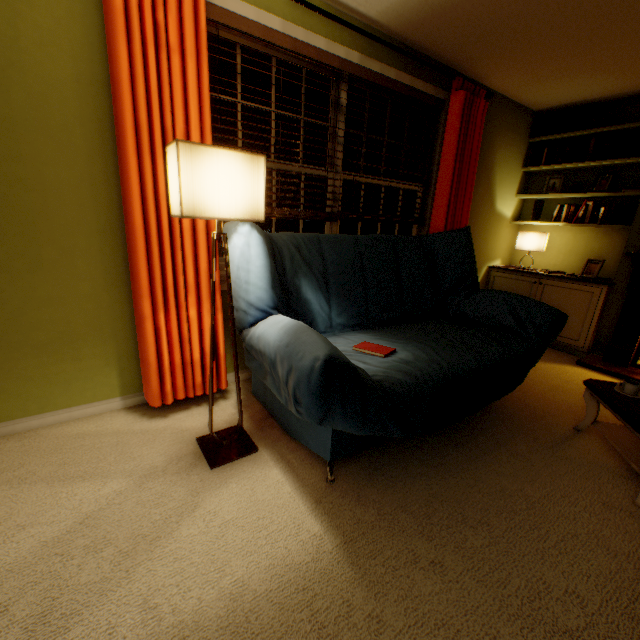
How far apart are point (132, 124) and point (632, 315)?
4.09m

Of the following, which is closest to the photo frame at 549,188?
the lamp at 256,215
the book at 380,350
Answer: the book at 380,350

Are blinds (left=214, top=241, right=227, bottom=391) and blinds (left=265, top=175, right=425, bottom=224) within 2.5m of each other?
yes

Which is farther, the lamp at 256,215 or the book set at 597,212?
the book set at 597,212

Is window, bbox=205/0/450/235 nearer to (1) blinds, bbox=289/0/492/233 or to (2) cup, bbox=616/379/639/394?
(1) blinds, bbox=289/0/492/233

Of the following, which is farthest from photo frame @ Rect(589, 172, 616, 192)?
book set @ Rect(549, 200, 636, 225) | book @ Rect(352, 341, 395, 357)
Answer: book @ Rect(352, 341, 395, 357)

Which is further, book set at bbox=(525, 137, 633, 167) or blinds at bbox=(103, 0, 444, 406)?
book set at bbox=(525, 137, 633, 167)

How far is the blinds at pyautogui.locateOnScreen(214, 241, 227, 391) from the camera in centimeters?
192cm
